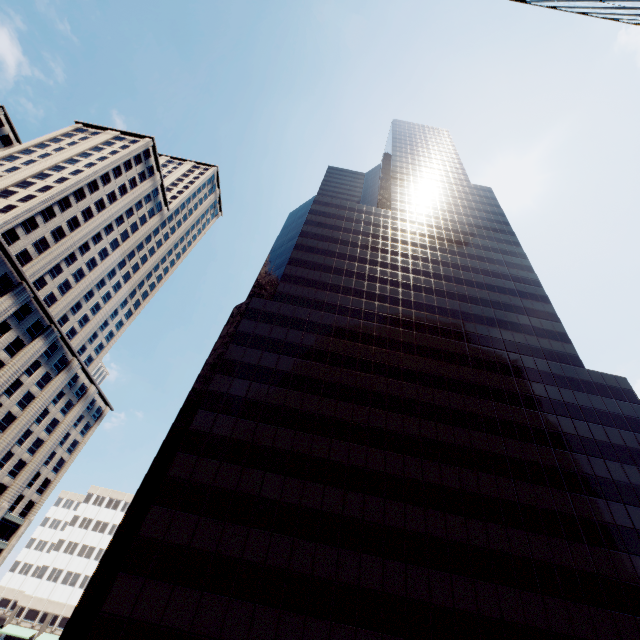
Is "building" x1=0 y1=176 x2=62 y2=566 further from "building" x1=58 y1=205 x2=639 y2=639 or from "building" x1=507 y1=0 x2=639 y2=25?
"building" x1=507 y1=0 x2=639 y2=25

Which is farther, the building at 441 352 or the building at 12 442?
the building at 12 442

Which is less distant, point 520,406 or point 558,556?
point 558,556

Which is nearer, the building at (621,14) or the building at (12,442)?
the building at (621,14)

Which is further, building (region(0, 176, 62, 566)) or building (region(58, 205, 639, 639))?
building (region(0, 176, 62, 566))

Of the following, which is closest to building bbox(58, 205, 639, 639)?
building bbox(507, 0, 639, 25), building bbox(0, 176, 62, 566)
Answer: building bbox(507, 0, 639, 25)
